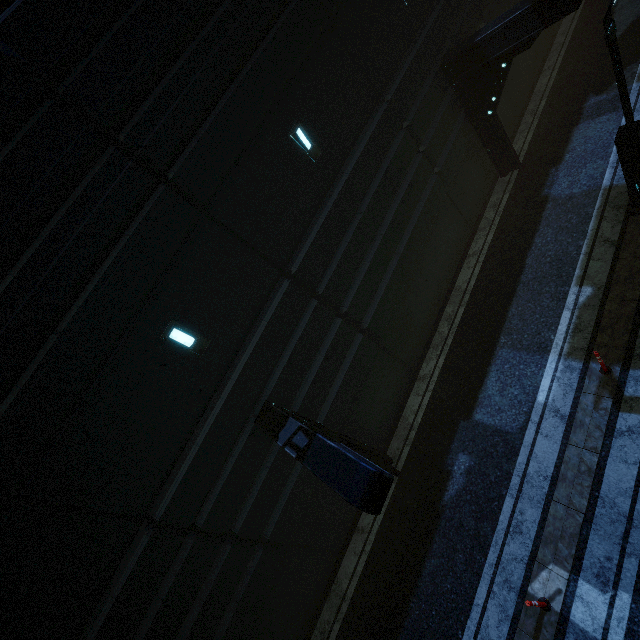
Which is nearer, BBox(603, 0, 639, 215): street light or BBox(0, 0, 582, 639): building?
BBox(0, 0, 582, 639): building

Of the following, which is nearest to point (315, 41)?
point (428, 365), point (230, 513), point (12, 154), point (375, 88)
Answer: point (375, 88)

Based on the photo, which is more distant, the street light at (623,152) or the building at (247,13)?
the street light at (623,152)
